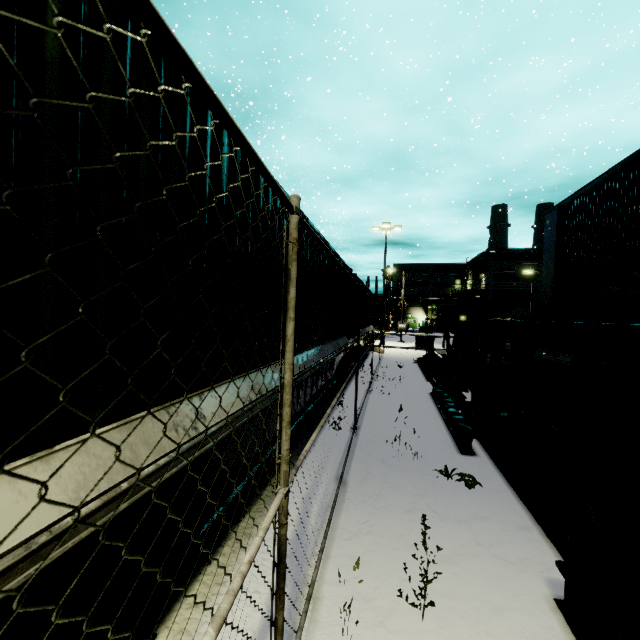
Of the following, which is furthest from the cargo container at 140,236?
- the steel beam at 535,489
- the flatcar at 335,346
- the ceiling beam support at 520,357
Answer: the ceiling beam support at 520,357

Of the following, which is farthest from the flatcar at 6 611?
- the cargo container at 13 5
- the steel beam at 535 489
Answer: the steel beam at 535 489

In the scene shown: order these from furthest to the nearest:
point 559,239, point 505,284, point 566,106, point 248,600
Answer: point 505,284
point 566,106
point 559,239
point 248,600

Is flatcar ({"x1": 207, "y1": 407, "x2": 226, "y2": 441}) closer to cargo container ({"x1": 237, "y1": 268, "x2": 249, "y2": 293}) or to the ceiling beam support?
cargo container ({"x1": 237, "y1": 268, "x2": 249, "y2": 293})

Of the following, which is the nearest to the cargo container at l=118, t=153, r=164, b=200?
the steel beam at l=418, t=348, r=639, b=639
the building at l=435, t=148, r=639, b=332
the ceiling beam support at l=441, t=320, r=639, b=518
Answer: the building at l=435, t=148, r=639, b=332

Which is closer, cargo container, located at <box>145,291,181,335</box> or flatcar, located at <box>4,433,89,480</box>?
flatcar, located at <box>4,433,89,480</box>

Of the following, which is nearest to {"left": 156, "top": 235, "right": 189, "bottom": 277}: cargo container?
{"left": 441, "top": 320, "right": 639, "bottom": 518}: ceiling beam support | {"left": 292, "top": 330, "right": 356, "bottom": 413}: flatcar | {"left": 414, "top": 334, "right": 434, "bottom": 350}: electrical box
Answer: {"left": 292, "top": 330, "right": 356, "bottom": 413}: flatcar

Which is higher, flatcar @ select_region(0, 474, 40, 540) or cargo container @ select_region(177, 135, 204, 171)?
cargo container @ select_region(177, 135, 204, 171)
